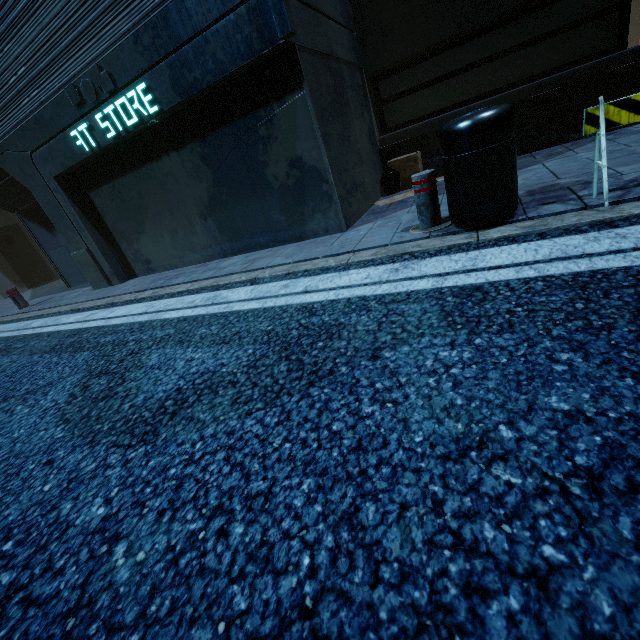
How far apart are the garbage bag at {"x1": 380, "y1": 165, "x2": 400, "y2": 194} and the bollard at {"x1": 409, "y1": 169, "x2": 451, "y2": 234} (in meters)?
2.80

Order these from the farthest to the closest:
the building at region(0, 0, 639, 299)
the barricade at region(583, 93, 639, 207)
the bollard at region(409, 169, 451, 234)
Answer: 1. the building at region(0, 0, 639, 299)
2. the bollard at region(409, 169, 451, 234)
3. the barricade at region(583, 93, 639, 207)

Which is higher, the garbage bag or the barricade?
the barricade

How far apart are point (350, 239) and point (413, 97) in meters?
4.0

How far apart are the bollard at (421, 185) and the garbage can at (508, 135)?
0.10m

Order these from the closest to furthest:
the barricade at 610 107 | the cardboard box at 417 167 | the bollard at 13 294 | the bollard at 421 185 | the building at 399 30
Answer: the barricade at 610 107, the bollard at 421 185, the building at 399 30, the cardboard box at 417 167, the bollard at 13 294

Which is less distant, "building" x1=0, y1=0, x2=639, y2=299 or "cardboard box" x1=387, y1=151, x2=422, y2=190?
"building" x1=0, y1=0, x2=639, y2=299

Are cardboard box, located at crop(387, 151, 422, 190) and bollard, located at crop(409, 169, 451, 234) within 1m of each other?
no
